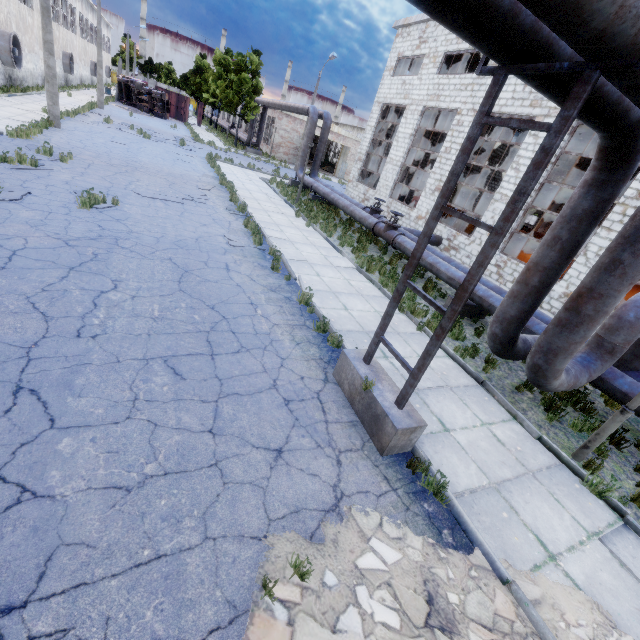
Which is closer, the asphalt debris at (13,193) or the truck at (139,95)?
the asphalt debris at (13,193)

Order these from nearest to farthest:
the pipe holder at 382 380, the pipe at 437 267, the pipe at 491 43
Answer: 1. the pipe at 491 43
2. the pipe holder at 382 380
3. the pipe at 437 267

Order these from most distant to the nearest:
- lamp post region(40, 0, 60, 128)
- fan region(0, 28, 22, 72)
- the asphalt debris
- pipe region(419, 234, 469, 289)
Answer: fan region(0, 28, 22, 72), lamp post region(40, 0, 60, 128), pipe region(419, 234, 469, 289), the asphalt debris

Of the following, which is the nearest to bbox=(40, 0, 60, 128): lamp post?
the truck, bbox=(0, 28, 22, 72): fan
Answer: bbox=(0, 28, 22, 72): fan

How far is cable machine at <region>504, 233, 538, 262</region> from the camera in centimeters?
1566cm

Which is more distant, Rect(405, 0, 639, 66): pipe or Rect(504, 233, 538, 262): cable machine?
Rect(504, 233, 538, 262): cable machine

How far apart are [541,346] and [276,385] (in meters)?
4.63

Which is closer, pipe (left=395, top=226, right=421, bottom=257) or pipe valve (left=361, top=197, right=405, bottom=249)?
pipe (left=395, top=226, right=421, bottom=257)
